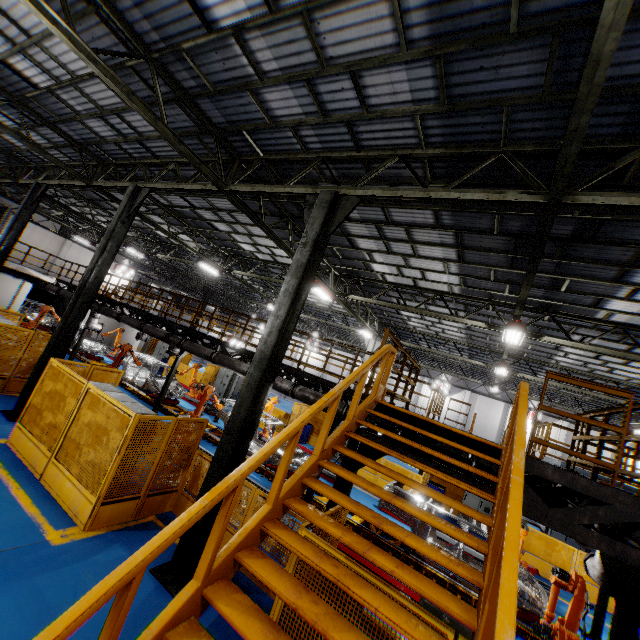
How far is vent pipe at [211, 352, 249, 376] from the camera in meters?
11.8 m

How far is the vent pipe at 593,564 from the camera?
6.3 meters

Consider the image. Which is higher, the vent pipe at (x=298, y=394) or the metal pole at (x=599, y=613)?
the vent pipe at (x=298, y=394)

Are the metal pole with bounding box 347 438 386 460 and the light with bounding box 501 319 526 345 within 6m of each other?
no

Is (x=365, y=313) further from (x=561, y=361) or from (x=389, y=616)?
(x=389, y=616)

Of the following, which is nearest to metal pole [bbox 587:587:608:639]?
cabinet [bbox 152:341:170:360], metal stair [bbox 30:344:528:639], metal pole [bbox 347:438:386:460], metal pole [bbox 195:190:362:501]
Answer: metal stair [bbox 30:344:528:639]

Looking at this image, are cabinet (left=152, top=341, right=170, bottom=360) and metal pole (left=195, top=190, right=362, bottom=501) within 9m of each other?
no

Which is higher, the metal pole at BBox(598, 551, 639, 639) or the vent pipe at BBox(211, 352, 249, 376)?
the vent pipe at BBox(211, 352, 249, 376)
